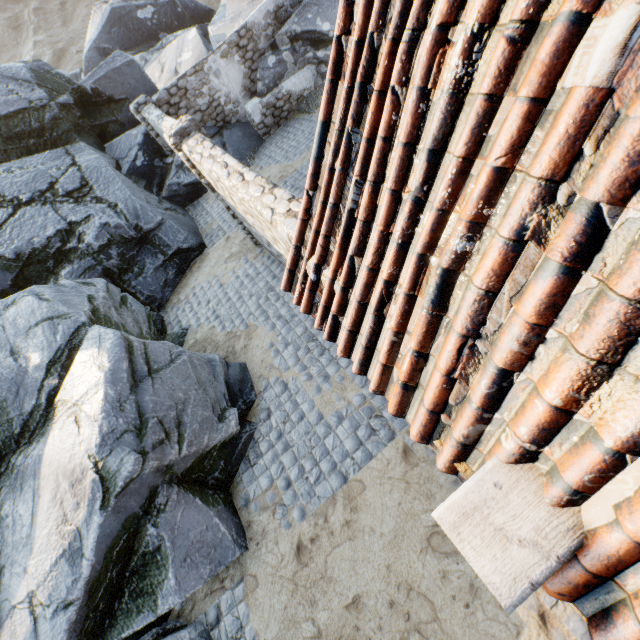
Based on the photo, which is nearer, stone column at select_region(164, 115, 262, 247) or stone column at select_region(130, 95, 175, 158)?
stone column at select_region(164, 115, 262, 247)

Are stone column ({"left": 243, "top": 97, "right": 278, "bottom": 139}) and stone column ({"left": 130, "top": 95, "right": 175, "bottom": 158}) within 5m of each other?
yes

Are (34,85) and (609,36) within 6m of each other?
no

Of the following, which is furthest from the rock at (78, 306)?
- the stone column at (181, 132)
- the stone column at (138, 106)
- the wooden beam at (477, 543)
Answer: the wooden beam at (477, 543)

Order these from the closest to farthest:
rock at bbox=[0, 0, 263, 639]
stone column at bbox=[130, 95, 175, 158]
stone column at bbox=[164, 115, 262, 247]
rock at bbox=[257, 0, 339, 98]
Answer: rock at bbox=[0, 0, 263, 639] < stone column at bbox=[164, 115, 262, 247] < stone column at bbox=[130, 95, 175, 158] < rock at bbox=[257, 0, 339, 98]

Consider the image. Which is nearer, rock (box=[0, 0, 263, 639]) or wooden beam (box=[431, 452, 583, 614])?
wooden beam (box=[431, 452, 583, 614])

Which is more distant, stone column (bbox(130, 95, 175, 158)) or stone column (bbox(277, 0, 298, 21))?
stone column (bbox(277, 0, 298, 21))

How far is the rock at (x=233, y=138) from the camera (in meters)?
11.91
